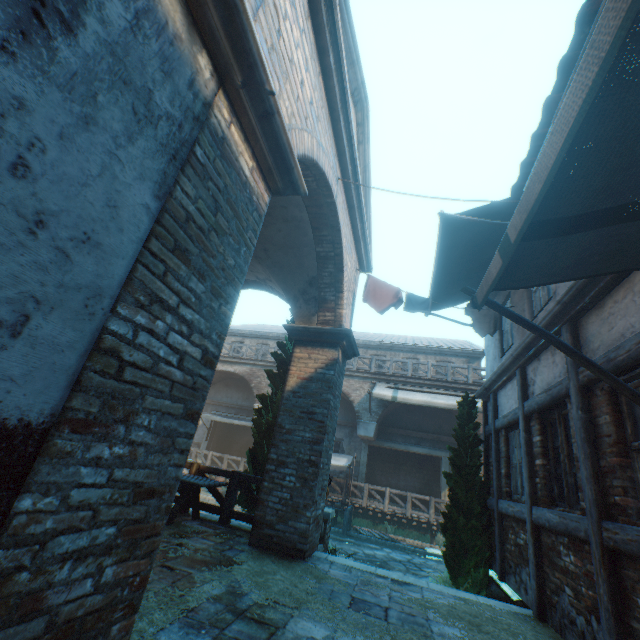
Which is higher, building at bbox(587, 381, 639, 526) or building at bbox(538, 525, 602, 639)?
building at bbox(587, 381, 639, 526)

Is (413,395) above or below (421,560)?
above

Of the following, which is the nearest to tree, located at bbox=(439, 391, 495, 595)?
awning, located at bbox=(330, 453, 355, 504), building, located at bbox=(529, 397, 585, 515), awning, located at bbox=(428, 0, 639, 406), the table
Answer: the table

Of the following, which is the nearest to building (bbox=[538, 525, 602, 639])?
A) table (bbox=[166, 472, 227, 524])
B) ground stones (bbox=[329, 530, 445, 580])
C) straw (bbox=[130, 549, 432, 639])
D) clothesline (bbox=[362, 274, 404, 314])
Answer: straw (bbox=[130, 549, 432, 639])

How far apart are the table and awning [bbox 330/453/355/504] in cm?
884

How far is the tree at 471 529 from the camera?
6.8m

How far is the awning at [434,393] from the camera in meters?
14.9 m

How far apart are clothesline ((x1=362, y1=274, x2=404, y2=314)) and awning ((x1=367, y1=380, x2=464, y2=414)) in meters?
8.9
